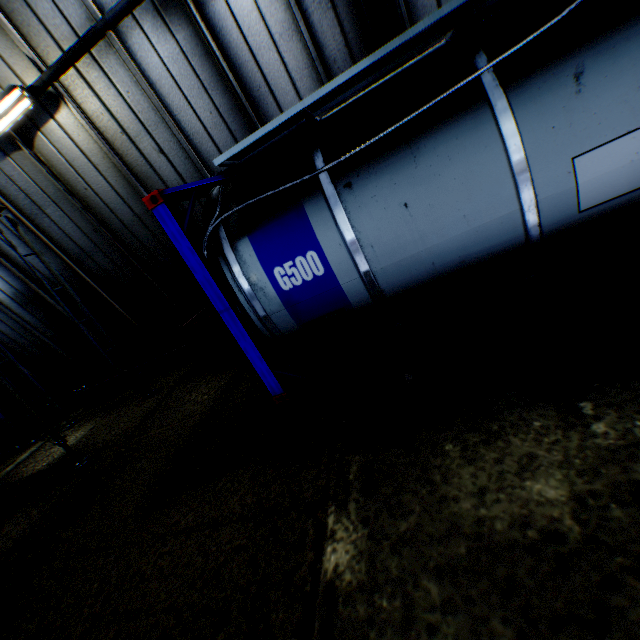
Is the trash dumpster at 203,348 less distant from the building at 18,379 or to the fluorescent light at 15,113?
the building at 18,379

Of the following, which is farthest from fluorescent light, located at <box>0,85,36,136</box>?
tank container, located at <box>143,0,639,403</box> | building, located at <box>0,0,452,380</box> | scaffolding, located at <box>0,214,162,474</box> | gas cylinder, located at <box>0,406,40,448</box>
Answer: gas cylinder, located at <box>0,406,40,448</box>

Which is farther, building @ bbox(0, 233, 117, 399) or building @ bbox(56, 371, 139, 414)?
building @ bbox(56, 371, 139, 414)

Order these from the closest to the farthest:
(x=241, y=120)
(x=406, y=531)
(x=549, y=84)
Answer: (x=406, y=531) < (x=549, y=84) < (x=241, y=120)

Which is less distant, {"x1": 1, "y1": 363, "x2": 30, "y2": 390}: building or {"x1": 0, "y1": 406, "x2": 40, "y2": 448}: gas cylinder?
{"x1": 0, "y1": 406, "x2": 40, "y2": 448}: gas cylinder

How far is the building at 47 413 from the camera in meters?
10.2

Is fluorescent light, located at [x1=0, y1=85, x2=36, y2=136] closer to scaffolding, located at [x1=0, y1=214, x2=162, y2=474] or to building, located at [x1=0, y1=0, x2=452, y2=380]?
building, located at [x1=0, y1=0, x2=452, y2=380]

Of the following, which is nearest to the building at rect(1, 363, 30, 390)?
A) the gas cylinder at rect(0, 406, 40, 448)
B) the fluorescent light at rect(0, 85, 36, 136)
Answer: the fluorescent light at rect(0, 85, 36, 136)
